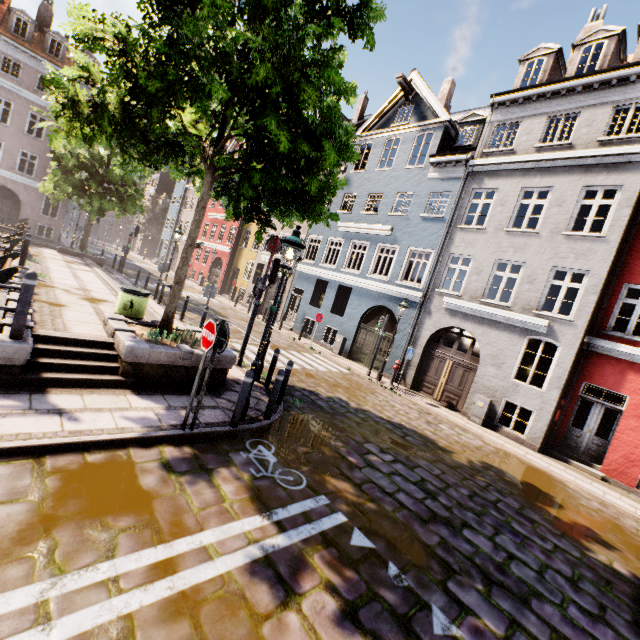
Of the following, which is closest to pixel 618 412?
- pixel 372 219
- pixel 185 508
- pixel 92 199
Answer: pixel 372 219

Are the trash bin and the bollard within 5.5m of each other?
yes

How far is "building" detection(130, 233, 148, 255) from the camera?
50.9 meters

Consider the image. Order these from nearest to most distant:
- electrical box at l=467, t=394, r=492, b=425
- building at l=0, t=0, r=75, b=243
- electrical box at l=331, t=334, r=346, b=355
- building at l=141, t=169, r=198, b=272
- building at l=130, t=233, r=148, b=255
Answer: electrical box at l=467, t=394, r=492, b=425, electrical box at l=331, t=334, r=346, b=355, building at l=0, t=0, r=75, b=243, building at l=141, t=169, r=198, b=272, building at l=130, t=233, r=148, b=255

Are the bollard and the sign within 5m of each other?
yes

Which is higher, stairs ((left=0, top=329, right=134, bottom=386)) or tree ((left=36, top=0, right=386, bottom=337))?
tree ((left=36, top=0, right=386, bottom=337))

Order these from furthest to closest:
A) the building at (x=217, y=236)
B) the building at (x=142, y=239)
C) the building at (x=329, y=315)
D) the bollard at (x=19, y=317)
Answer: the building at (x=142, y=239) < the building at (x=217, y=236) < the building at (x=329, y=315) < the bollard at (x=19, y=317)

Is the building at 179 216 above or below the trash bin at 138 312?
above
